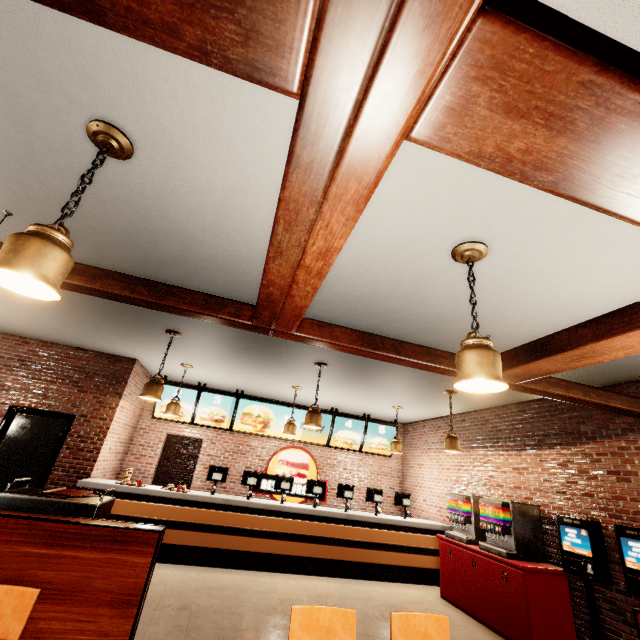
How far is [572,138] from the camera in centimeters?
109cm
